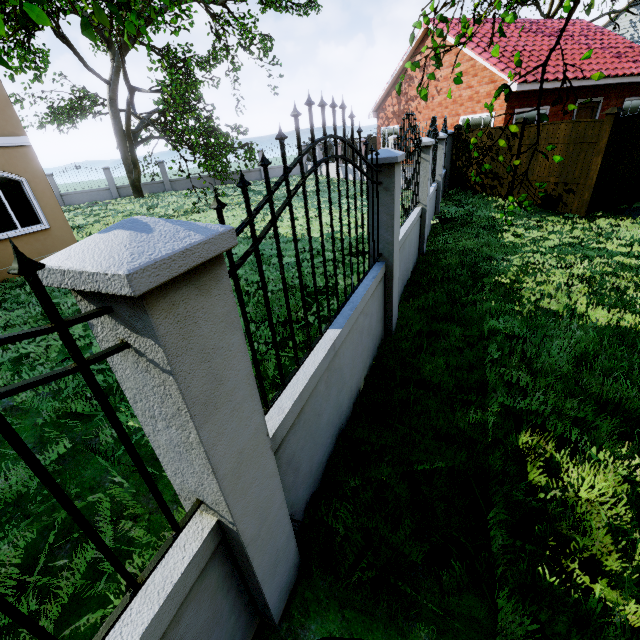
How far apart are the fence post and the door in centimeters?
858cm

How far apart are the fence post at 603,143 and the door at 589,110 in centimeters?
858cm

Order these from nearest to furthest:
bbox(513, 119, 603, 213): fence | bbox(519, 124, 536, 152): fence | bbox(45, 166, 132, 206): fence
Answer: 1. bbox(513, 119, 603, 213): fence
2. bbox(519, 124, 536, 152): fence
3. bbox(45, 166, 132, 206): fence

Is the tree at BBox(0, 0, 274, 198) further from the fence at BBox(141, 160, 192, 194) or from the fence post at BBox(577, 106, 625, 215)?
the fence post at BBox(577, 106, 625, 215)

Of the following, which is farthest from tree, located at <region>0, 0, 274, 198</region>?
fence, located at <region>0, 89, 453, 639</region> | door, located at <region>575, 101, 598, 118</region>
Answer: door, located at <region>575, 101, 598, 118</region>

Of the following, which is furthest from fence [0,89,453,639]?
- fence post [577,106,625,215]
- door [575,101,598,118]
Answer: door [575,101,598,118]

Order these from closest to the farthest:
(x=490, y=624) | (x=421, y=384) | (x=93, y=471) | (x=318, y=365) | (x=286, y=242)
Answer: (x=490, y=624)
(x=318, y=365)
(x=93, y=471)
(x=421, y=384)
(x=286, y=242)

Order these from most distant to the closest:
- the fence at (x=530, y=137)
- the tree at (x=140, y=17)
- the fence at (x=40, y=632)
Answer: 1. the fence at (x=530, y=137)
2. the tree at (x=140, y=17)
3. the fence at (x=40, y=632)
